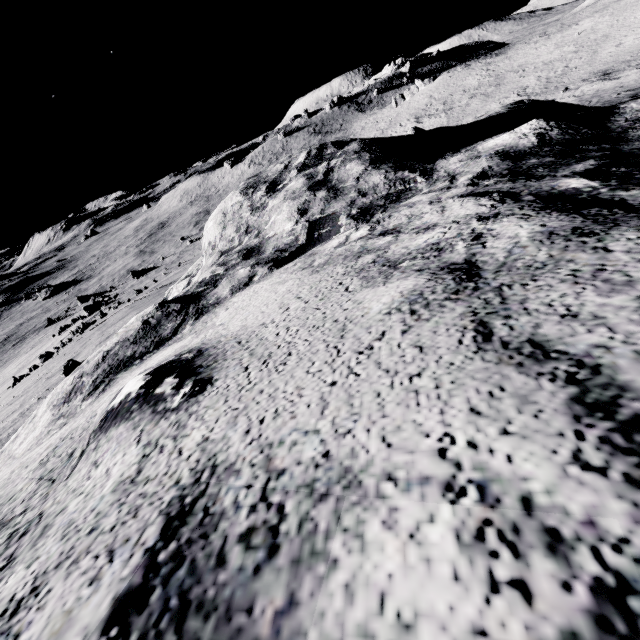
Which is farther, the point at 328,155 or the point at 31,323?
the point at 31,323
